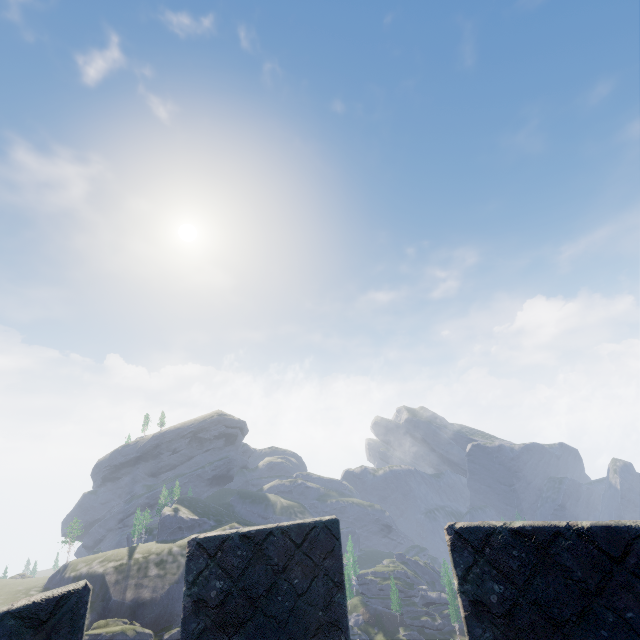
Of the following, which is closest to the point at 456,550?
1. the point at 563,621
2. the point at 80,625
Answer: the point at 563,621

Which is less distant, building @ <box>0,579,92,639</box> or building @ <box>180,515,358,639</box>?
building @ <box>0,579,92,639</box>

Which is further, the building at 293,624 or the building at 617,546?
the building at 293,624
